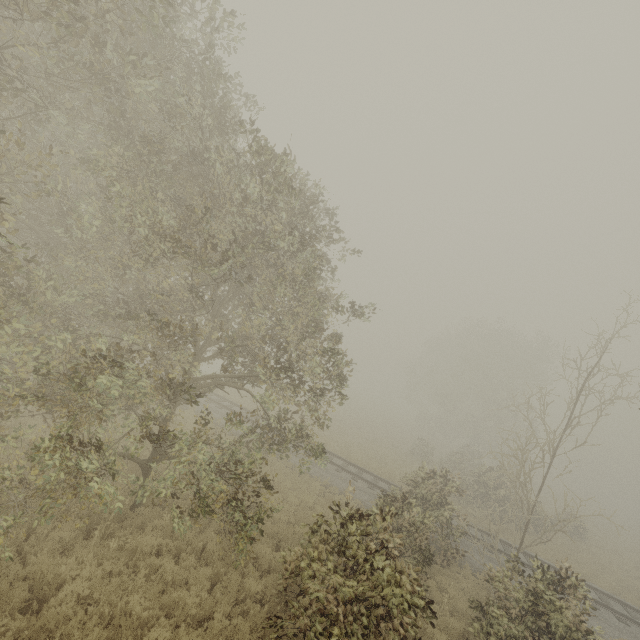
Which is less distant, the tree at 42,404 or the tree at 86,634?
the tree at 86,634

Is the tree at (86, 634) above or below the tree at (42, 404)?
below

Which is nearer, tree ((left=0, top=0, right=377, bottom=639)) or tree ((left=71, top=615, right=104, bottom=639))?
tree ((left=71, top=615, right=104, bottom=639))

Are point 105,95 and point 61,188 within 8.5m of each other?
yes

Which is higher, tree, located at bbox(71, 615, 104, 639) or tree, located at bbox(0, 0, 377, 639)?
tree, located at bbox(0, 0, 377, 639)
